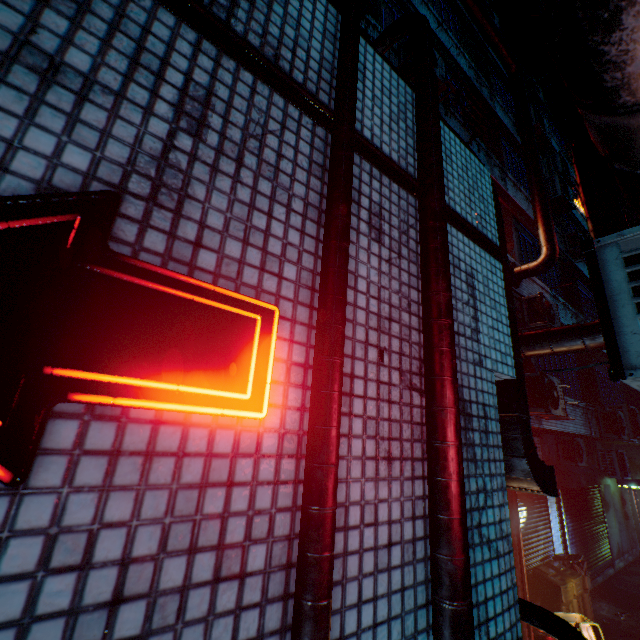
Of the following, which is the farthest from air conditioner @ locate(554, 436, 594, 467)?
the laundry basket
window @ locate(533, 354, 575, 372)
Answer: the laundry basket

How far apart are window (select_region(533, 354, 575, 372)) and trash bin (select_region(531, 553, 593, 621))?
3.6m

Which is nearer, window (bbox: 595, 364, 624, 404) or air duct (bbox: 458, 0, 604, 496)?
air duct (bbox: 458, 0, 604, 496)

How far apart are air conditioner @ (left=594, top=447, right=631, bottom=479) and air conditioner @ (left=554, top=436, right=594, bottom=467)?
2.66m

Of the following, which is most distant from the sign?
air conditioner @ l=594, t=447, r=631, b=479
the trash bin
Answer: air conditioner @ l=594, t=447, r=631, b=479

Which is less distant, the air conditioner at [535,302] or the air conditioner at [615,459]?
the air conditioner at [535,302]

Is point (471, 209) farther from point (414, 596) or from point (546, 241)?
point (546, 241)

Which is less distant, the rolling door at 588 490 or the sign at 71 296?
the sign at 71 296
